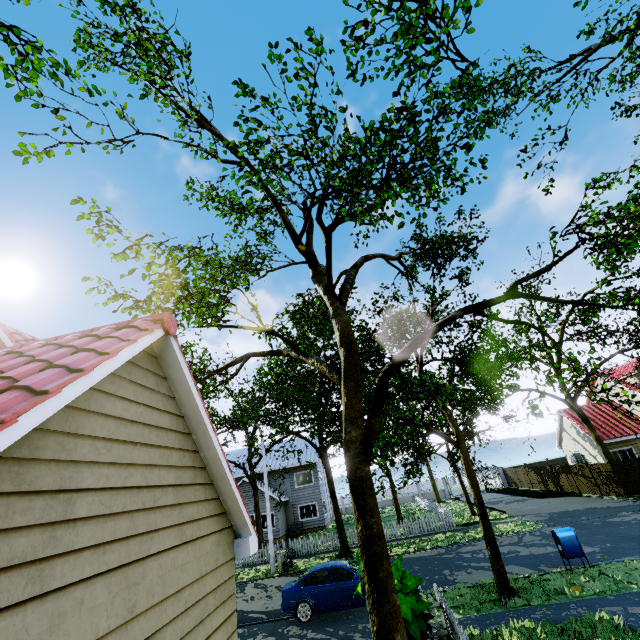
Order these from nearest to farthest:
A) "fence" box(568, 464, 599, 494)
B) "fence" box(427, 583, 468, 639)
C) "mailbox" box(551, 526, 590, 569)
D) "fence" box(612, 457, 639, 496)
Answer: "fence" box(427, 583, 468, 639), "mailbox" box(551, 526, 590, 569), "fence" box(612, 457, 639, 496), "fence" box(568, 464, 599, 494)

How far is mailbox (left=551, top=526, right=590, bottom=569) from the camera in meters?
11.4

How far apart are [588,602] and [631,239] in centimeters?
1002cm

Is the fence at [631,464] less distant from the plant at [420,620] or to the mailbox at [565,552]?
the plant at [420,620]

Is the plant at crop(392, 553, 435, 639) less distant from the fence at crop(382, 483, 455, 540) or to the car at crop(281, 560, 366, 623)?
the fence at crop(382, 483, 455, 540)

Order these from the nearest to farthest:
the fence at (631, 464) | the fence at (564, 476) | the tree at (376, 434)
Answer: the tree at (376, 434), the fence at (631, 464), the fence at (564, 476)
